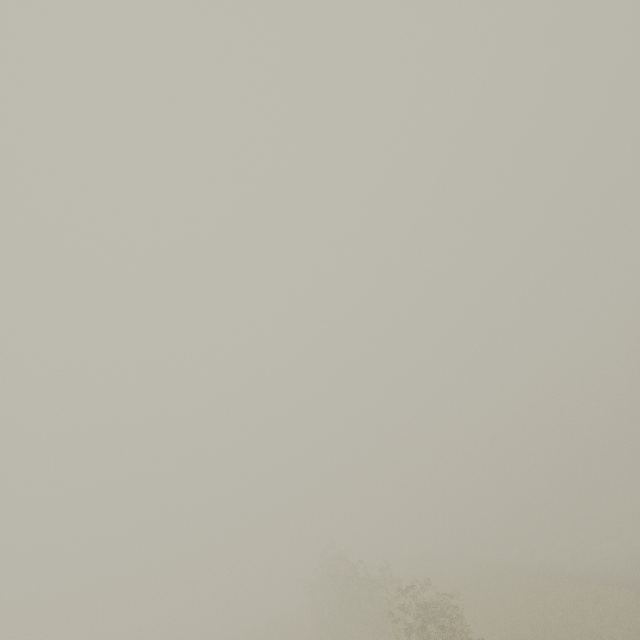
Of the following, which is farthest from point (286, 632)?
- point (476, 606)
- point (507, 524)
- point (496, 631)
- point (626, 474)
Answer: point (626, 474)
